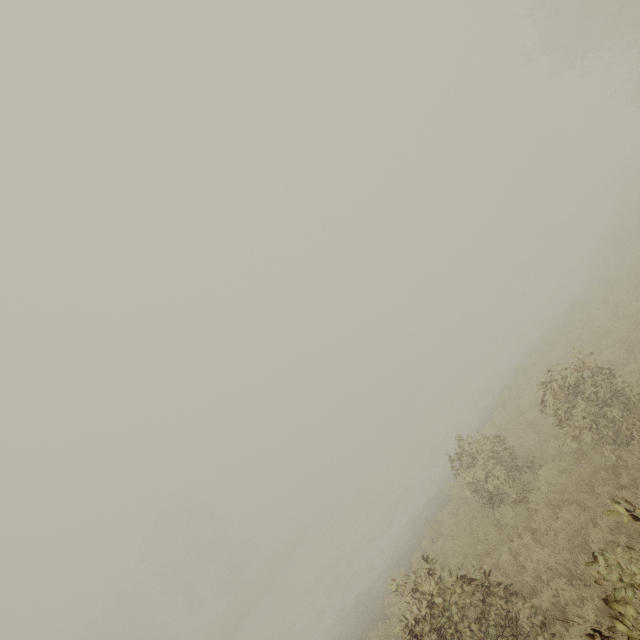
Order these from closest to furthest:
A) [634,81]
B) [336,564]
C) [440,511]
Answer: [440,511] < [336,564] < [634,81]

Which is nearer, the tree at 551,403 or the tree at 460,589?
the tree at 460,589

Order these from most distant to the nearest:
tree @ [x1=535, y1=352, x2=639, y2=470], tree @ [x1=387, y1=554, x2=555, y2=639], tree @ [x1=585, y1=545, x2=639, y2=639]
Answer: tree @ [x1=535, y1=352, x2=639, y2=470]
tree @ [x1=387, y1=554, x2=555, y2=639]
tree @ [x1=585, y1=545, x2=639, y2=639]

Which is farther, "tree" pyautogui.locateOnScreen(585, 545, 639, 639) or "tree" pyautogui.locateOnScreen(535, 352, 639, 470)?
"tree" pyautogui.locateOnScreen(535, 352, 639, 470)

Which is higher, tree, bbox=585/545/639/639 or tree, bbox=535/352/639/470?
tree, bbox=585/545/639/639
